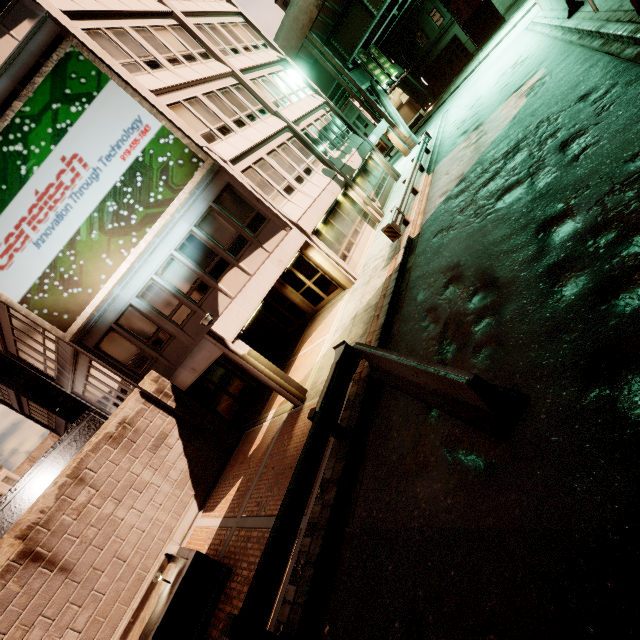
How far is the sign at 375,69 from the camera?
29.4 meters

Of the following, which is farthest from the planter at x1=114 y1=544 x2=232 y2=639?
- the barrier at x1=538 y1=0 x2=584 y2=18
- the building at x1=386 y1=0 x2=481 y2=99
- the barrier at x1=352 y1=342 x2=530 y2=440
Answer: the building at x1=386 y1=0 x2=481 y2=99

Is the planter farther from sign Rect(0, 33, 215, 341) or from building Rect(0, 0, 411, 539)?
sign Rect(0, 33, 215, 341)

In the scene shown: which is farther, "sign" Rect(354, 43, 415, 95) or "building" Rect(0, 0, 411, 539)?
"sign" Rect(354, 43, 415, 95)

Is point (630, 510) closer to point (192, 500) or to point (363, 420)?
point (363, 420)

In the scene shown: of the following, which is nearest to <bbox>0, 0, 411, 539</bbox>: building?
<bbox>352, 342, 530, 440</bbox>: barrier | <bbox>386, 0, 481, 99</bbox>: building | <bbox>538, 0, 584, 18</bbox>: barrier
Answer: <bbox>352, 342, 530, 440</bbox>: barrier

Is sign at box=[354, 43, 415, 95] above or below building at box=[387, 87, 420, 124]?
above

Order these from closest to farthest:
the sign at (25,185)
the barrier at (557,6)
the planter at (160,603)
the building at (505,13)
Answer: the planter at (160,603), the sign at (25,185), the barrier at (557,6), the building at (505,13)
